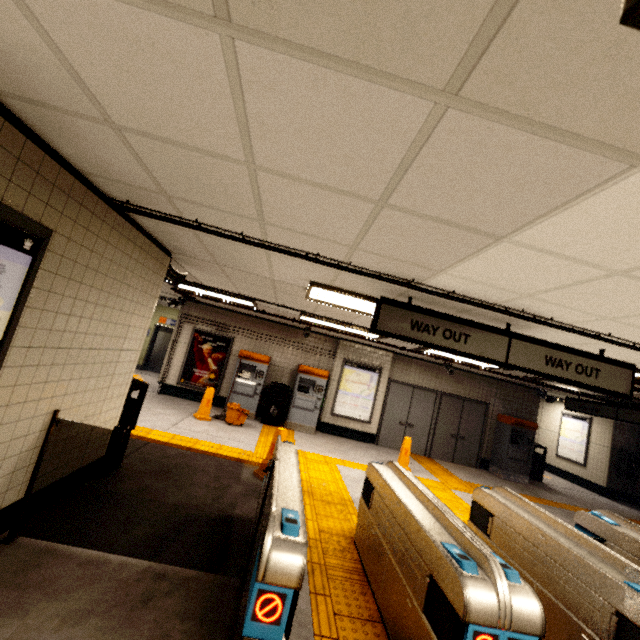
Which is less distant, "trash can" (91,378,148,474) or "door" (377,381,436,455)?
"trash can" (91,378,148,474)

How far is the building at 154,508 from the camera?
3.6m

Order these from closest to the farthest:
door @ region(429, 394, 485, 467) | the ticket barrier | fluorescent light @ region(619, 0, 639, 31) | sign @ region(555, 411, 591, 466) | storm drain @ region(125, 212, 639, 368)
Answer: fluorescent light @ region(619, 0, 639, 31) → the ticket barrier → storm drain @ region(125, 212, 639, 368) → door @ region(429, 394, 485, 467) → sign @ region(555, 411, 591, 466)

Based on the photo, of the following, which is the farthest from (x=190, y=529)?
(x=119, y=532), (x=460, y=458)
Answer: (x=460, y=458)

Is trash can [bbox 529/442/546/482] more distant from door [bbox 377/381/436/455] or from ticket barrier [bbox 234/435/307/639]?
ticket barrier [bbox 234/435/307/639]

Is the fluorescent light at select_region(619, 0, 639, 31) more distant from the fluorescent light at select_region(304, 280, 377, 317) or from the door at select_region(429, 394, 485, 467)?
the door at select_region(429, 394, 485, 467)

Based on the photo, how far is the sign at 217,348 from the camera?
9.72m

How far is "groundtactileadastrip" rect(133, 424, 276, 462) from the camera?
6.0m
